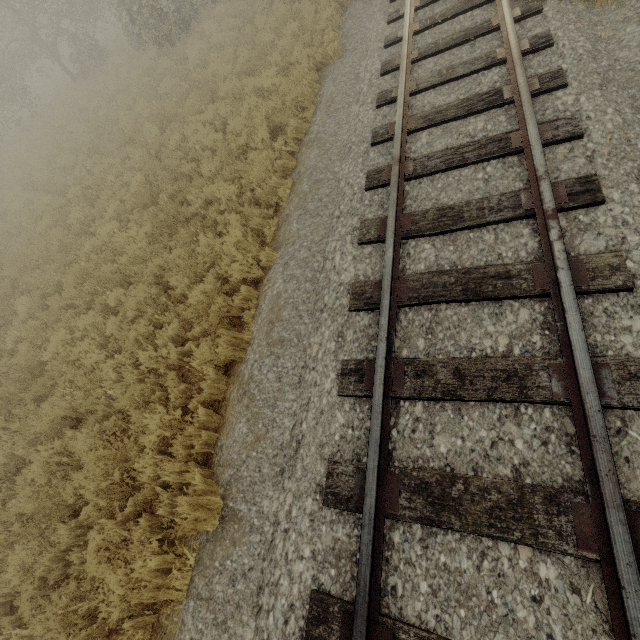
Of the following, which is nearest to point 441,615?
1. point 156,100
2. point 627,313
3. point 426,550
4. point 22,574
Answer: point 426,550
